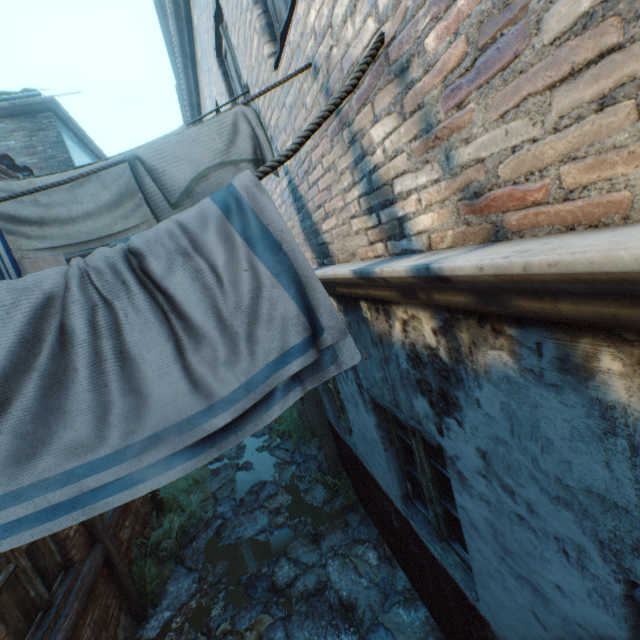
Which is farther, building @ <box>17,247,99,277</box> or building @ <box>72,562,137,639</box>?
building @ <box>17,247,99,277</box>

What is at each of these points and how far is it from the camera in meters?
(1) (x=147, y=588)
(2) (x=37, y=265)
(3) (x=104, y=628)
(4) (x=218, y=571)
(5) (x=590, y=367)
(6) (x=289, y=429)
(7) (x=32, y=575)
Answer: (1) plants, 4.6 m
(2) building, 5.2 m
(3) building, 3.8 m
(4) ground stones, 4.9 m
(5) building, 0.9 m
(6) plants, 7.8 m
(7) building, 3.2 m

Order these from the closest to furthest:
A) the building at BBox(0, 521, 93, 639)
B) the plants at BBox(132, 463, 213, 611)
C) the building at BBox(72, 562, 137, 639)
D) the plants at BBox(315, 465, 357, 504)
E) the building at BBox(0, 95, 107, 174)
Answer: the building at BBox(0, 521, 93, 639), the building at BBox(72, 562, 137, 639), the plants at BBox(132, 463, 213, 611), the plants at BBox(315, 465, 357, 504), the building at BBox(0, 95, 107, 174)

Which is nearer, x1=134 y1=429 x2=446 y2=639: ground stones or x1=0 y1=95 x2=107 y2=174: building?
x1=134 y1=429 x2=446 y2=639: ground stones

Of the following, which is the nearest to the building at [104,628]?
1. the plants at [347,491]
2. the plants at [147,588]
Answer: the plants at [147,588]

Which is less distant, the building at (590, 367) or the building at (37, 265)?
the building at (590, 367)
